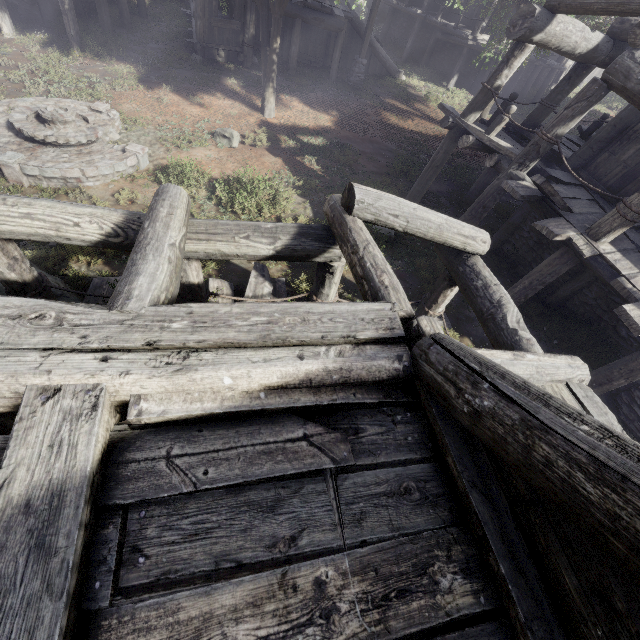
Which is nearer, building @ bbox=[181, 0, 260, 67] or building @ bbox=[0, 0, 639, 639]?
building @ bbox=[0, 0, 639, 639]

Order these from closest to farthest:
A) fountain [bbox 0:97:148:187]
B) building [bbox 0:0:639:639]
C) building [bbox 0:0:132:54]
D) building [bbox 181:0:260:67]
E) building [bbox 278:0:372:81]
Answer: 1. building [bbox 0:0:639:639]
2. fountain [bbox 0:97:148:187]
3. building [bbox 0:0:132:54]
4. building [bbox 181:0:260:67]
5. building [bbox 278:0:372:81]

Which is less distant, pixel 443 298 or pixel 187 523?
pixel 187 523

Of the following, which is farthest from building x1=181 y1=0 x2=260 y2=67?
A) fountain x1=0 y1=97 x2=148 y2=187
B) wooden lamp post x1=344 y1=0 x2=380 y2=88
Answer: fountain x1=0 y1=97 x2=148 y2=187

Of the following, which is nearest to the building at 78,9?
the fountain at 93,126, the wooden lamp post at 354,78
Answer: the wooden lamp post at 354,78

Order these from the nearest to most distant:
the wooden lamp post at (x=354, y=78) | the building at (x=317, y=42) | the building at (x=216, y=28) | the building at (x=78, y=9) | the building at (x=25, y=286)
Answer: the building at (x=25, y=286)
the building at (x=78, y=9)
the building at (x=216, y=28)
the building at (x=317, y=42)
the wooden lamp post at (x=354, y=78)
